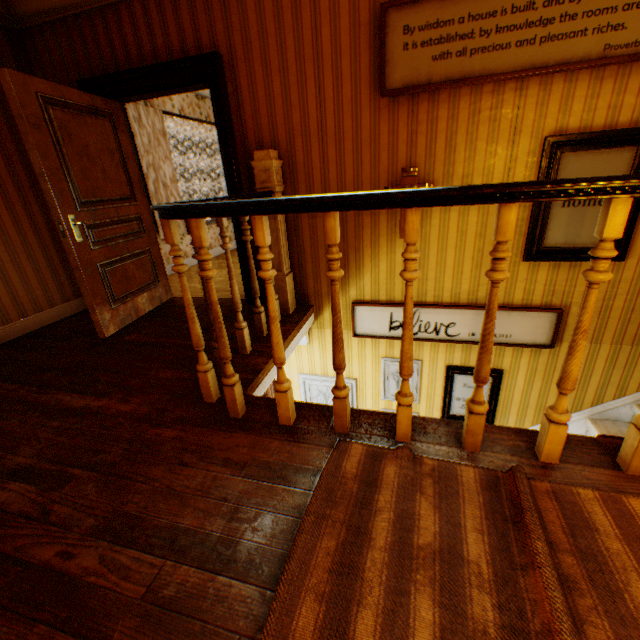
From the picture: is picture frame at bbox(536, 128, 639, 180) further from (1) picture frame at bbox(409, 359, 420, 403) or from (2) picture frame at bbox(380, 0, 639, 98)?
(1) picture frame at bbox(409, 359, 420, 403)

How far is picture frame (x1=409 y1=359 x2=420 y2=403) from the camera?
3.6 meters

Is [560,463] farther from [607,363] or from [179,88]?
[179,88]

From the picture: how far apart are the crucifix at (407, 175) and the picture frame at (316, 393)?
1.8m

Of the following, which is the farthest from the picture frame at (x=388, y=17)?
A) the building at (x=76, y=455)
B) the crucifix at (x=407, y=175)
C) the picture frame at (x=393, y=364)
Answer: the picture frame at (x=393, y=364)

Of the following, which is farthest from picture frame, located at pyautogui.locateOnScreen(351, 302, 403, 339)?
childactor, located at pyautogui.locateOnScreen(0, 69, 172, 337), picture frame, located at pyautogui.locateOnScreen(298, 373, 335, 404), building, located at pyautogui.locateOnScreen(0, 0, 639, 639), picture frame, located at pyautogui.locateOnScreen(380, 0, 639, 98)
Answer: childactor, located at pyautogui.locateOnScreen(0, 69, 172, 337)

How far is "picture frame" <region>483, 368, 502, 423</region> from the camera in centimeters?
343cm

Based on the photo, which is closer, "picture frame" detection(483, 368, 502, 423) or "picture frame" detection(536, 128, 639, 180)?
"picture frame" detection(536, 128, 639, 180)
